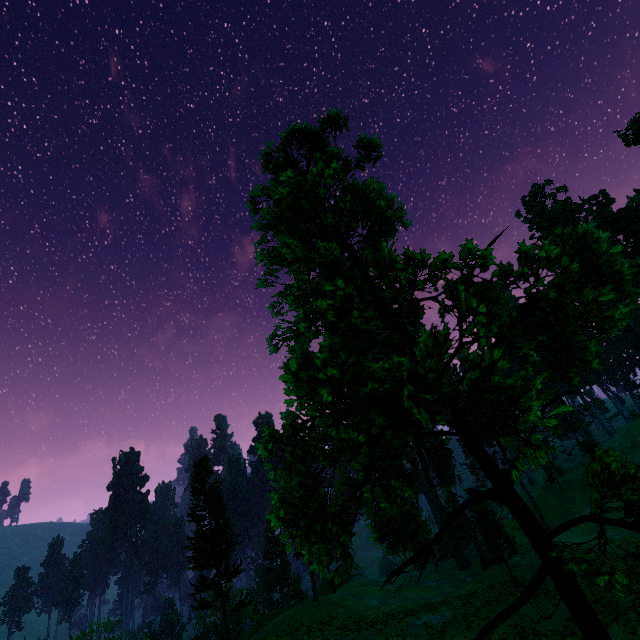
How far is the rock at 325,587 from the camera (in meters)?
42.11

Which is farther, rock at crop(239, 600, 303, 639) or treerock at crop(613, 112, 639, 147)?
treerock at crop(613, 112, 639, 147)

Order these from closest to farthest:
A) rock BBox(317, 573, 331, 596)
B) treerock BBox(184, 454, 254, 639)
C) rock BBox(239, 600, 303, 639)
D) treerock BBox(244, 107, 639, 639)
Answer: treerock BBox(244, 107, 639, 639) < treerock BBox(184, 454, 254, 639) < rock BBox(239, 600, 303, 639) < rock BBox(317, 573, 331, 596)

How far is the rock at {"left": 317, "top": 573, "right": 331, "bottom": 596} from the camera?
42.11m

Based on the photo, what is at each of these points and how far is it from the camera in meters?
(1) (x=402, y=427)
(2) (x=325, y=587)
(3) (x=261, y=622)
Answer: (1) treerock, 6.6
(2) rock, 43.5
(3) rock, 33.3

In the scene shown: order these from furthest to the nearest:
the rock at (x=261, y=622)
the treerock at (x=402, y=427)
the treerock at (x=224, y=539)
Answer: the rock at (x=261, y=622), the treerock at (x=224, y=539), the treerock at (x=402, y=427)
